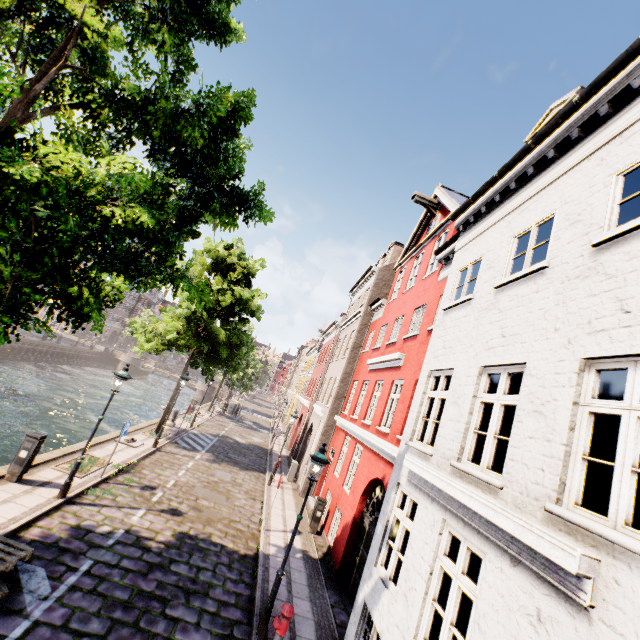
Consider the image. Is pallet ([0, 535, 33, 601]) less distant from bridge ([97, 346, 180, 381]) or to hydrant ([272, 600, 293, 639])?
hydrant ([272, 600, 293, 639])

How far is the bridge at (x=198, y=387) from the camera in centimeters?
5019cm

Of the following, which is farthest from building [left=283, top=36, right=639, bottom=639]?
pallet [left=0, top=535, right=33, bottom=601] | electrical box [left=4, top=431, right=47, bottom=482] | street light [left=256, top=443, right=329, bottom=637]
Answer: street light [left=256, top=443, right=329, bottom=637]

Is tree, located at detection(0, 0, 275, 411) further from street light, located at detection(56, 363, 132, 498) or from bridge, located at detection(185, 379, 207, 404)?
bridge, located at detection(185, 379, 207, 404)

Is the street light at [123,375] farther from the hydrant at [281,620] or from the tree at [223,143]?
the hydrant at [281,620]

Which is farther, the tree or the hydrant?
the hydrant

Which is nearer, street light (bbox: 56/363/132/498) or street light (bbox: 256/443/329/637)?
street light (bbox: 256/443/329/637)

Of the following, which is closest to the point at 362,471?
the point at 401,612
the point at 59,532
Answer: the point at 401,612
